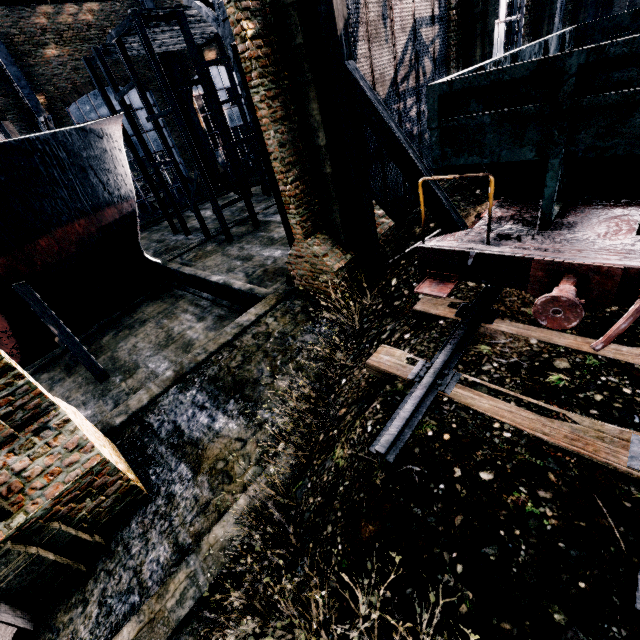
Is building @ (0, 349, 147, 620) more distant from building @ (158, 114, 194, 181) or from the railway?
the railway

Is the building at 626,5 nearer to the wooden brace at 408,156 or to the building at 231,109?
the building at 231,109

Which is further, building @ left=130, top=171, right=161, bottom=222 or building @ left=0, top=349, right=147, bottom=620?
building @ left=130, top=171, right=161, bottom=222

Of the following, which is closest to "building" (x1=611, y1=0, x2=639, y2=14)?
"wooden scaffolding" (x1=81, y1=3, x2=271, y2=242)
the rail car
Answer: the rail car

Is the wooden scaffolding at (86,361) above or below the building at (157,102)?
below

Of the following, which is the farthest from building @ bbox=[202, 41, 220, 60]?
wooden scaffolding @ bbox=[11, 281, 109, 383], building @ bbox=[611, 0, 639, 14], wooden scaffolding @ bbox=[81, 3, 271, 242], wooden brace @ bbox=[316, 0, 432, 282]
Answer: building @ bbox=[611, 0, 639, 14]

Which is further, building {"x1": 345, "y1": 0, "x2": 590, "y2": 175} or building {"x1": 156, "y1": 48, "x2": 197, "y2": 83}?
building {"x1": 156, "y1": 48, "x2": 197, "y2": 83}

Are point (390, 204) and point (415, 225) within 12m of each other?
yes
